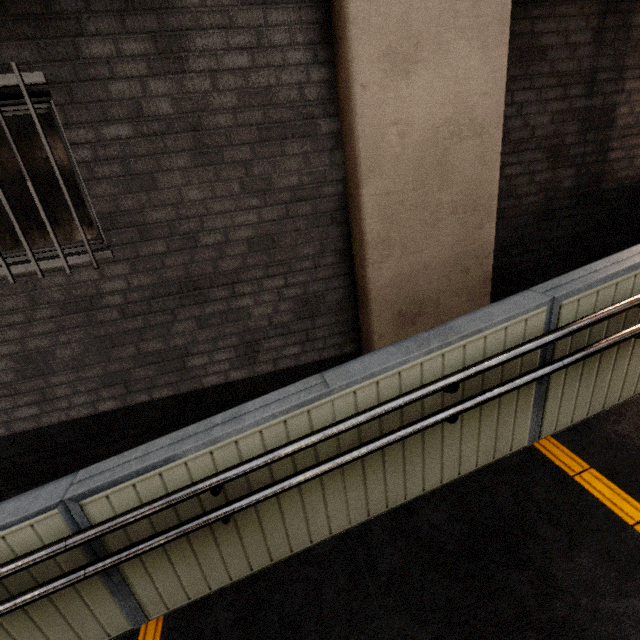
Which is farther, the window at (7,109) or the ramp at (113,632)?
the window at (7,109)

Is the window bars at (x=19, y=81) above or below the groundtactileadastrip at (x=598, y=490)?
above

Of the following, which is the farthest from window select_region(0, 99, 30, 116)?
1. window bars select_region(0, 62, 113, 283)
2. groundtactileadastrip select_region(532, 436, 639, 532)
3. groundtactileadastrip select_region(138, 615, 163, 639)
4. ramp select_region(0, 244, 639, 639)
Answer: groundtactileadastrip select_region(532, 436, 639, 532)

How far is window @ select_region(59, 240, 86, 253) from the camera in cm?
267

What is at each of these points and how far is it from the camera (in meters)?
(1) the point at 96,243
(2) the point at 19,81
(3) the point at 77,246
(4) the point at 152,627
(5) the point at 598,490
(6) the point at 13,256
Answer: (1) window, 2.71
(2) window bars, 2.11
(3) window, 2.69
(4) groundtactileadastrip, 2.11
(5) groundtactileadastrip, 2.05
(6) window, 2.61

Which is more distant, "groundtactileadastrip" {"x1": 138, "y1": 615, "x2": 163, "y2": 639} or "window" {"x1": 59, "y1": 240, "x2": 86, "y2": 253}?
"window" {"x1": 59, "y1": 240, "x2": 86, "y2": 253}

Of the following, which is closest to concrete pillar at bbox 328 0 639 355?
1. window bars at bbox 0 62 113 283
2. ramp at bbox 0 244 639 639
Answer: ramp at bbox 0 244 639 639
